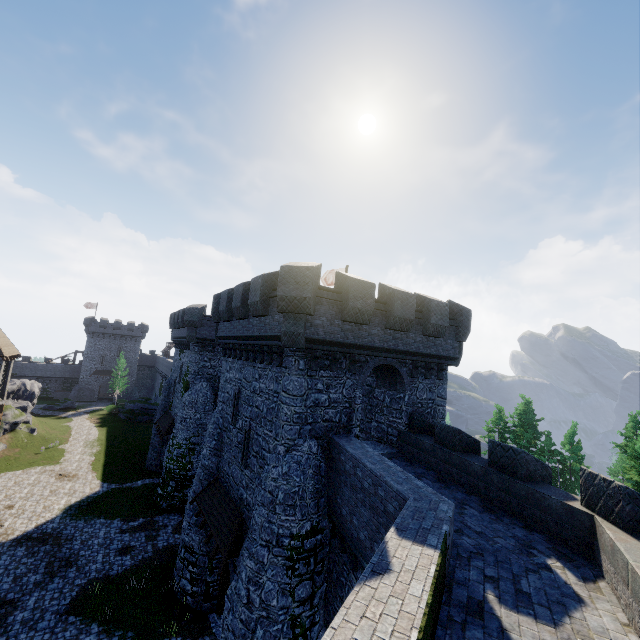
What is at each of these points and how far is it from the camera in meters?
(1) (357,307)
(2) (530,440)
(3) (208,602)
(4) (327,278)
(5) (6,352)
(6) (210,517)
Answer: (1) building, 13.2 m
(2) instancedfoliageactor, 43.1 m
(3) building, 16.5 m
(4) flag, 27.6 m
(5) building, 37.1 m
(6) awning, 15.6 m

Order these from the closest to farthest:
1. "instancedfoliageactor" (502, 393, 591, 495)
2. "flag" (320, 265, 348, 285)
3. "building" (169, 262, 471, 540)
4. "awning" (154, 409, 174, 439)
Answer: "building" (169, 262, 471, 540), "flag" (320, 265, 348, 285), "awning" (154, 409, 174, 439), "instancedfoliageactor" (502, 393, 591, 495)

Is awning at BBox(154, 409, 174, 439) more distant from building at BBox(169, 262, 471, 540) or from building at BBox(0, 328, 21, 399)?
building at BBox(0, 328, 21, 399)

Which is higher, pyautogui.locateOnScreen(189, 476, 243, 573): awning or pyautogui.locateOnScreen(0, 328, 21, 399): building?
pyautogui.locateOnScreen(0, 328, 21, 399): building

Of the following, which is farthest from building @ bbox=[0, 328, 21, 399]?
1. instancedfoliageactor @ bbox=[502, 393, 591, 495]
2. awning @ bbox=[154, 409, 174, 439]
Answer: instancedfoliageactor @ bbox=[502, 393, 591, 495]

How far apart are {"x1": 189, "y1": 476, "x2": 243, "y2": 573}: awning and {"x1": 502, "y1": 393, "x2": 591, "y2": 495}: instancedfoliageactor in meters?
38.9 m

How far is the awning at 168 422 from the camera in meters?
29.6 m

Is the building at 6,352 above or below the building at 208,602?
above
